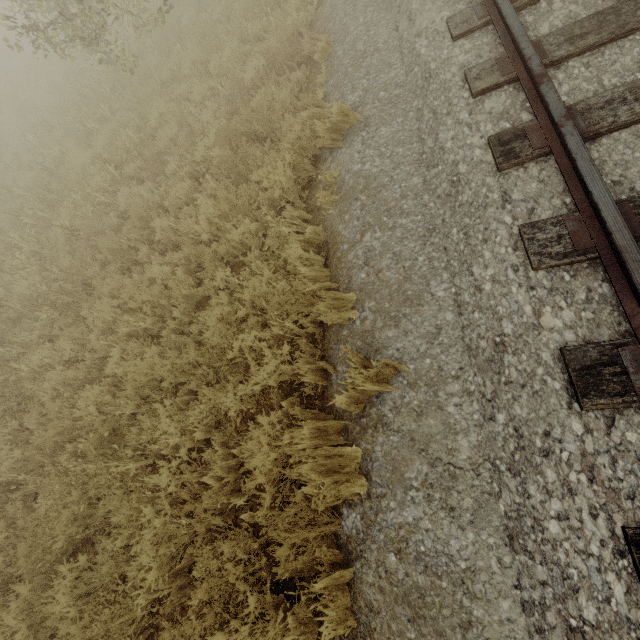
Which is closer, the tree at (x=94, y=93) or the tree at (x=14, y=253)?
the tree at (x=14, y=253)

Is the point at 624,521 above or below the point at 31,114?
above

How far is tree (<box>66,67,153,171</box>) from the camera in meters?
6.8 m

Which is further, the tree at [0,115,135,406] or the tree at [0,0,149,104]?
the tree at [0,0,149,104]

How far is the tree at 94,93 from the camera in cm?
679

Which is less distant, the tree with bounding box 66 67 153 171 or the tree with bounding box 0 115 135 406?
the tree with bounding box 0 115 135 406
